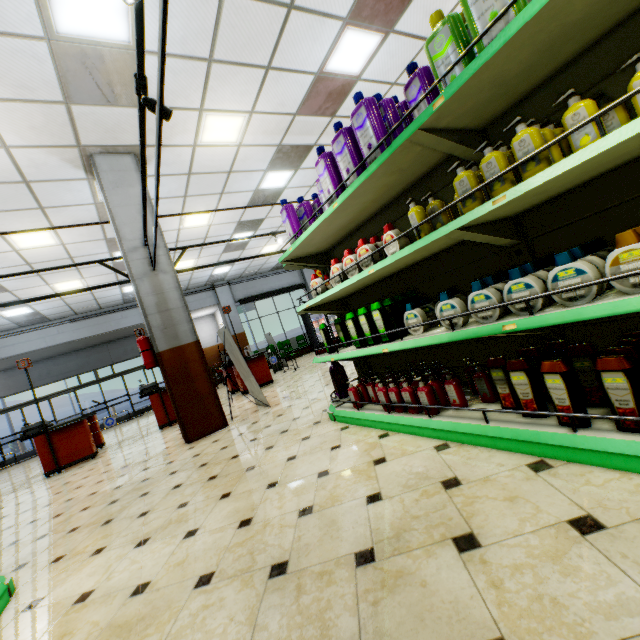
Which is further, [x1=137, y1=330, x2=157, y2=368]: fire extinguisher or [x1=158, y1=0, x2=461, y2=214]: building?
[x1=137, y1=330, x2=157, y2=368]: fire extinguisher

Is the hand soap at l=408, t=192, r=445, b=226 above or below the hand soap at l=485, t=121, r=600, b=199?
above

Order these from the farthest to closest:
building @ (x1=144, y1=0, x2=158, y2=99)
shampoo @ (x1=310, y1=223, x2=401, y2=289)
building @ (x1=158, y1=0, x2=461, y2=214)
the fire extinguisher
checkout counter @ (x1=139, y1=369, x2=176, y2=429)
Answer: checkout counter @ (x1=139, y1=369, x2=176, y2=429)
the fire extinguisher
building @ (x1=158, y1=0, x2=461, y2=214)
building @ (x1=144, y1=0, x2=158, y2=99)
shampoo @ (x1=310, y1=223, x2=401, y2=289)

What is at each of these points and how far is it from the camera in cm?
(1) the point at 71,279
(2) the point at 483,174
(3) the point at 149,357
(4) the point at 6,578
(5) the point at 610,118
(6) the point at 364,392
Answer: (1) building, 977
(2) hand soap, 160
(3) fire extinguisher, 530
(4) shelf, 229
(5) hand soap, 145
(6) hand soap, 327

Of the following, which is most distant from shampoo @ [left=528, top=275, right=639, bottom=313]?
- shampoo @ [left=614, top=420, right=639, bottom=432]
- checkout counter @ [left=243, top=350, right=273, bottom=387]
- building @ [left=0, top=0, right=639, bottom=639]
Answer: checkout counter @ [left=243, top=350, right=273, bottom=387]

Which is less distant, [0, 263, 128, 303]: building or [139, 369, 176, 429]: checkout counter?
[139, 369, 176, 429]: checkout counter

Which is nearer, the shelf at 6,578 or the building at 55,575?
the building at 55,575

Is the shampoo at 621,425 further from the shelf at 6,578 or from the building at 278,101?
the shelf at 6,578
